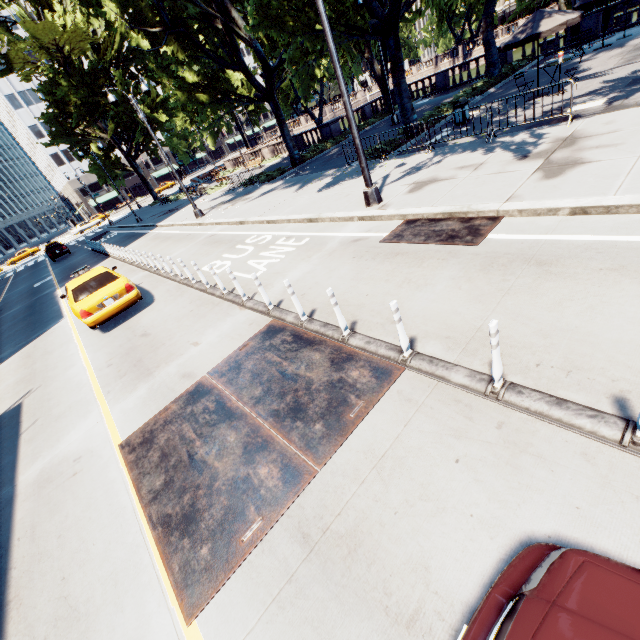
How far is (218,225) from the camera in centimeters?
1722cm

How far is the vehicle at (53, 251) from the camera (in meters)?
32.25

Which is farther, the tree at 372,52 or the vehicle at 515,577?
the tree at 372,52

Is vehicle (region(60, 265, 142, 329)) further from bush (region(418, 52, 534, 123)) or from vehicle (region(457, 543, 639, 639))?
bush (region(418, 52, 534, 123))

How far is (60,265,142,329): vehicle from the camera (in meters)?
9.61

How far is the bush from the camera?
18.2 meters

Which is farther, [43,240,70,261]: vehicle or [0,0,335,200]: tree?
[43,240,70,261]: vehicle

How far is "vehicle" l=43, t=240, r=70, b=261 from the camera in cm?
3225
